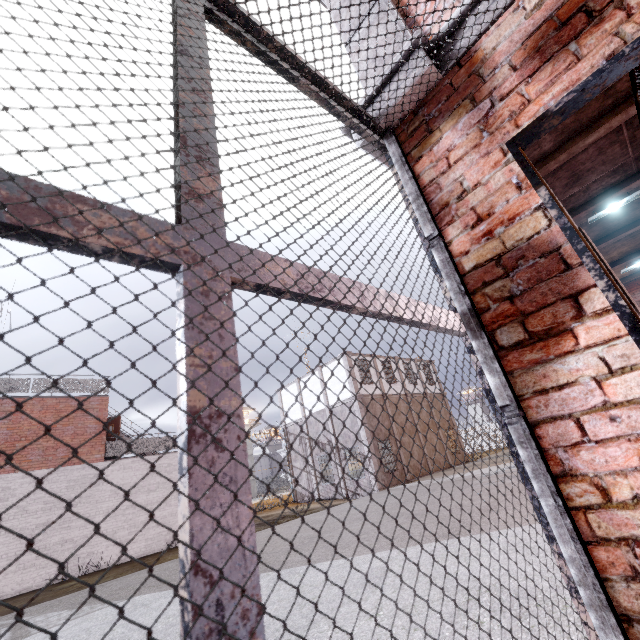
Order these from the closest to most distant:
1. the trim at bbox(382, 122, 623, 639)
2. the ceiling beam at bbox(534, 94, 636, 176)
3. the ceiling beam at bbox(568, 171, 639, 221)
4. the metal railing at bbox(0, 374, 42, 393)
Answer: the trim at bbox(382, 122, 623, 639) → the ceiling beam at bbox(534, 94, 636, 176) → the ceiling beam at bbox(568, 171, 639, 221) → the metal railing at bbox(0, 374, 42, 393)

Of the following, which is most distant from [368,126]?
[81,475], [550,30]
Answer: [81,475]

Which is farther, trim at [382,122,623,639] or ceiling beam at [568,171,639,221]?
ceiling beam at [568,171,639,221]

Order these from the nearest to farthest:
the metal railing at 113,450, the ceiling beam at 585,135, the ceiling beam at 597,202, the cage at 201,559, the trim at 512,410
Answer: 1. the cage at 201,559
2. the trim at 512,410
3. the ceiling beam at 585,135
4. the ceiling beam at 597,202
5. the metal railing at 113,450

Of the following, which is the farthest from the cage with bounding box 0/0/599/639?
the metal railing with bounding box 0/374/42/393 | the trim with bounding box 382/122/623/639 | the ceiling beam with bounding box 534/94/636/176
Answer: the ceiling beam with bounding box 534/94/636/176

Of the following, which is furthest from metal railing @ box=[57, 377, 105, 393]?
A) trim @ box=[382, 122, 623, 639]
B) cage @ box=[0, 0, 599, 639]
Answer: trim @ box=[382, 122, 623, 639]

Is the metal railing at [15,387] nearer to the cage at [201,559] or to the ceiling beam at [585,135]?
the cage at [201,559]
